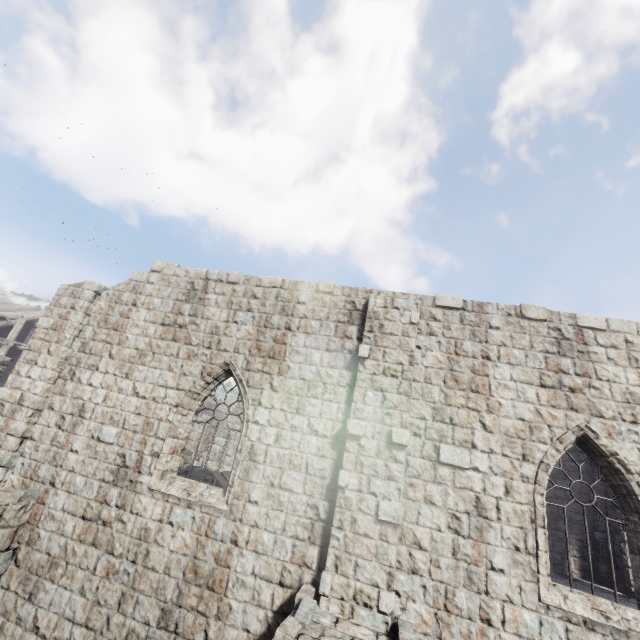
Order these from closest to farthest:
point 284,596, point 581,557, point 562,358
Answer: point 284,596 → point 562,358 → point 581,557

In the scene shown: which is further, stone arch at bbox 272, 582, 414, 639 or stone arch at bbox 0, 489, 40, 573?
stone arch at bbox 0, 489, 40, 573

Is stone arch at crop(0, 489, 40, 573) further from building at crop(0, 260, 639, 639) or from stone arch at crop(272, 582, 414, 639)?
stone arch at crop(272, 582, 414, 639)

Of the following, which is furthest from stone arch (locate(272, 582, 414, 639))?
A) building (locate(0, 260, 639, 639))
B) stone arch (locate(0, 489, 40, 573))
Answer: stone arch (locate(0, 489, 40, 573))

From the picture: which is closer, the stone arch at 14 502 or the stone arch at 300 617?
the stone arch at 300 617

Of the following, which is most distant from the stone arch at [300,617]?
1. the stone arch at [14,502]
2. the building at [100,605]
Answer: the stone arch at [14,502]
